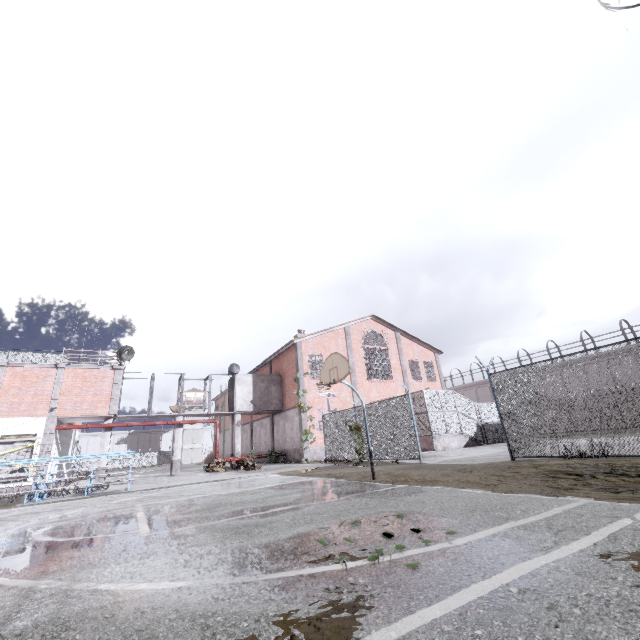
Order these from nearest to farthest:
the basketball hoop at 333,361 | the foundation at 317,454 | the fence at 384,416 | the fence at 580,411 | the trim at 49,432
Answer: the fence at 580,411
the basketball hoop at 333,361
the fence at 384,416
the trim at 49,432
the foundation at 317,454

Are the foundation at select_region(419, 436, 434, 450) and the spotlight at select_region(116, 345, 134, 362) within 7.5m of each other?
no

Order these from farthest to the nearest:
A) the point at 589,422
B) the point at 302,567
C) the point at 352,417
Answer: the point at 589,422 → the point at 352,417 → the point at 302,567

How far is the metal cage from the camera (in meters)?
22.11

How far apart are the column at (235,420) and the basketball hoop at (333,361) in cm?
1690

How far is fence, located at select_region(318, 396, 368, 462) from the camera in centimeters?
1725cm

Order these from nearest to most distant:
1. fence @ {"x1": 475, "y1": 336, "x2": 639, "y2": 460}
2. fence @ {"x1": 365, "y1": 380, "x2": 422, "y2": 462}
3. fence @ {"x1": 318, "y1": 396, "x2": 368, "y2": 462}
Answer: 1. fence @ {"x1": 475, "y1": 336, "x2": 639, "y2": 460}
2. fence @ {"x1": 365, "y1": 380, "x2": 422, "y2": 462}
3. fence @ {"x1": 318, "y1": 396, "x2": 368, "y2": 462}

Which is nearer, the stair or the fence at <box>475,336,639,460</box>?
the fence at <box>475,336,639,460</box>
